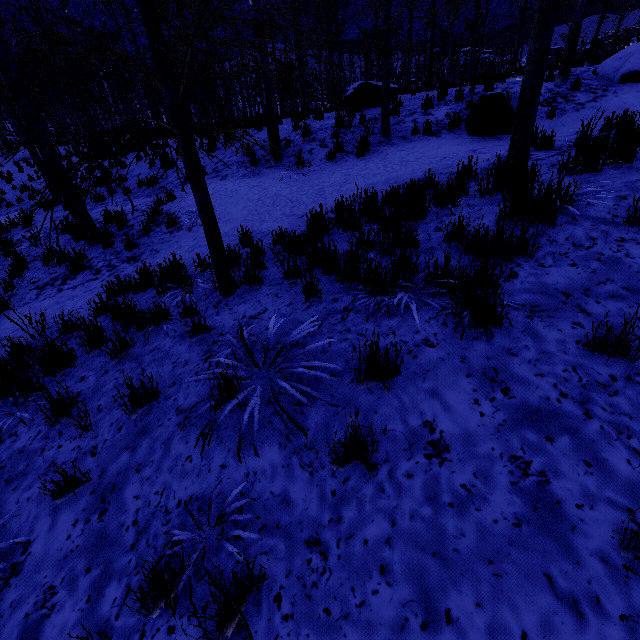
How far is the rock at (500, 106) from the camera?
7.3 meters

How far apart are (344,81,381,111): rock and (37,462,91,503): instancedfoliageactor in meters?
11.7

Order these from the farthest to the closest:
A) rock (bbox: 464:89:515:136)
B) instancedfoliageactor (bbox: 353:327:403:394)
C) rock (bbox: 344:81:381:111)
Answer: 1. rock (bbox: 344:81:381:111)
2. rock (bbox: 464:89:515:136)
3. instancedfoliageactor (bbox: 353:327:403:394)

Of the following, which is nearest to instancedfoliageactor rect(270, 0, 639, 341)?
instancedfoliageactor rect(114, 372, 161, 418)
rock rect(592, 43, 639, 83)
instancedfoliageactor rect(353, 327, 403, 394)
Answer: instancedfoliageactor rect(353, 327, 403, 394)

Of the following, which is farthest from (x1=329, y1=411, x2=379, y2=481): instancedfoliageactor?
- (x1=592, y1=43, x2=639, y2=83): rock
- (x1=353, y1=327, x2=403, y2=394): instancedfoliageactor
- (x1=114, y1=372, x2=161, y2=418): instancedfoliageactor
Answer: (x1=592, y1=43, x2=639, y2=83): rock

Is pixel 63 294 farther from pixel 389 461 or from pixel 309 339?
pixel 389 461

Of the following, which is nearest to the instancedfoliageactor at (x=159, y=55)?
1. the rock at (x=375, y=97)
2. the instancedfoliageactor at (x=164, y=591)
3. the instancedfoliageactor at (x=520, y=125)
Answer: the rock at (x=375, y=97)

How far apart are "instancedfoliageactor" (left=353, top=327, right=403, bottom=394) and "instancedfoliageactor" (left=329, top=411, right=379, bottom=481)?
0.4m
